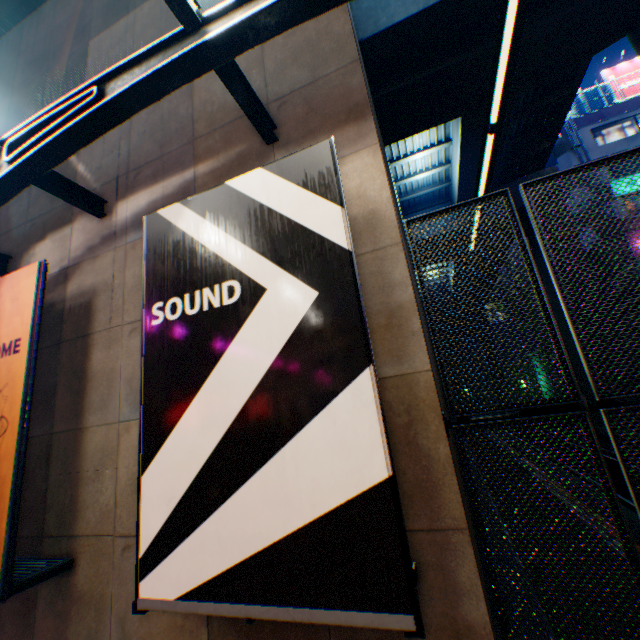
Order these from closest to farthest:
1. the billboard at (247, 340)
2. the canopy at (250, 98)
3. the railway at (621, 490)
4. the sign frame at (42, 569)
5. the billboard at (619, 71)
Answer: the billboard at (247, 340)
the canopy at (250, 98)
the sign frame at (42, 569)
the railway at (621, 490)
the billboard at (619, 71)

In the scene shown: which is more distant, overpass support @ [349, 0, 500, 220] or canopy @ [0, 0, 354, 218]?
overpass support @ [349, 0, 500, 220]

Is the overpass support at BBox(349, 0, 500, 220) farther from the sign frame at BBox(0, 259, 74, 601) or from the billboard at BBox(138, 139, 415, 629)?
the sign frame at BBox(0, 259, 74, 601)

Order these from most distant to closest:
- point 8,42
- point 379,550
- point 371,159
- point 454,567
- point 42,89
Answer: point 8,42
point 42,89
point 371,159
point 454,567
point 379,550

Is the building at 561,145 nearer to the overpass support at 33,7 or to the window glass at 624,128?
the window glass at 624,128

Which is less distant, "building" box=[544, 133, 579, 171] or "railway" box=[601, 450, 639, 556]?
"railway" box=[601, 450, 639, 556]

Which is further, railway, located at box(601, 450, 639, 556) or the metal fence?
railway, located at box(601, 450, 639, 556)

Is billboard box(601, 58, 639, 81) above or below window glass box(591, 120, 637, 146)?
above
